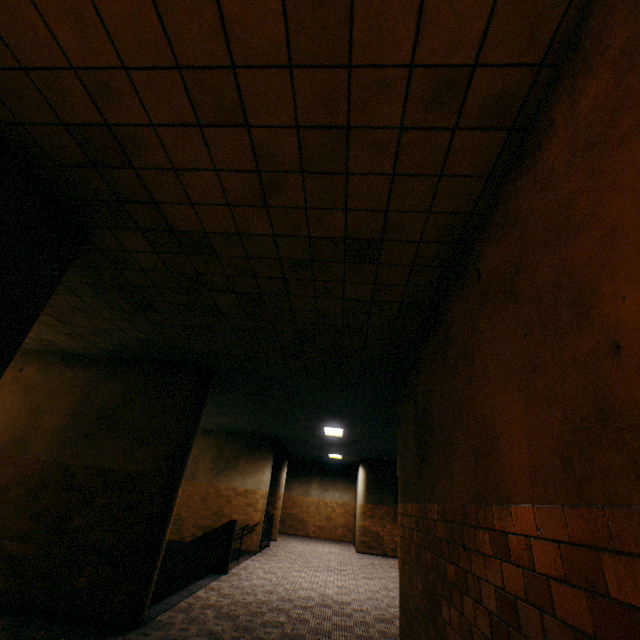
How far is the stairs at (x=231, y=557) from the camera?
6.26m

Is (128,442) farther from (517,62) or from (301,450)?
(301,450)

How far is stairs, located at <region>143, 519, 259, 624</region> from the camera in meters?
6.3 m
